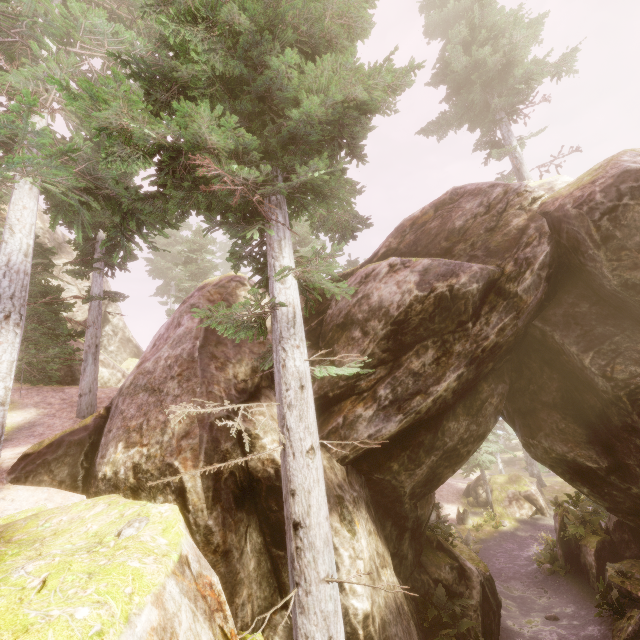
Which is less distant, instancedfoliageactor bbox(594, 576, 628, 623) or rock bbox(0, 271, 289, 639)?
rock bbox(0, 271, 289, 639)

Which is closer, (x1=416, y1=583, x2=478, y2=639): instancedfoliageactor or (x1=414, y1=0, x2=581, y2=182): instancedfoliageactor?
(x1=416, y1=583, x2=478, y2=639): instancedfoliageactor

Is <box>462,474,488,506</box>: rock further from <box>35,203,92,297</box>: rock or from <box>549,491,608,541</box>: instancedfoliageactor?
<box>35,203,92,297</box>: rock

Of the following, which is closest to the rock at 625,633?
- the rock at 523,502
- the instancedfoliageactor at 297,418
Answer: the instancedfoliageactor at 297,418

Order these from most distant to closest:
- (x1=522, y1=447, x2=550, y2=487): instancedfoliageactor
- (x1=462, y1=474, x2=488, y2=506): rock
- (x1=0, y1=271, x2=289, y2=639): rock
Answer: (x1=522, y1=447, x2=550, y2=487): instancedfoliageactor
(x1=462, y1=474, x2=488, y2=506): rock
(x1=0, y1=271, x2=289, y2=639): rock

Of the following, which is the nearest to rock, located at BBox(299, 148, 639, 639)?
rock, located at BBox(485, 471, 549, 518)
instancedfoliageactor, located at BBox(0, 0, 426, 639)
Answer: instancedfoliageactor, located at BBox(0, 0, 426, 639)

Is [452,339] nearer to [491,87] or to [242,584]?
[242,584]

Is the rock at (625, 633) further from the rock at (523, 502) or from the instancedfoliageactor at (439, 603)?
the rock at (523, 502)
